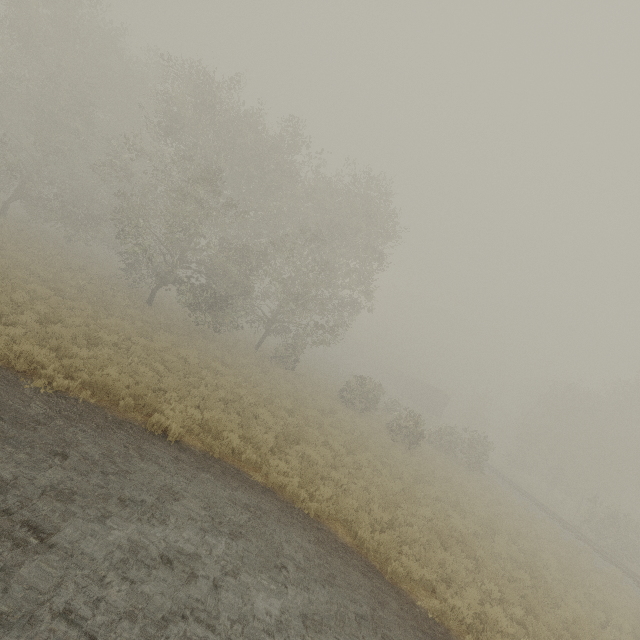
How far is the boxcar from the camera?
48.88m

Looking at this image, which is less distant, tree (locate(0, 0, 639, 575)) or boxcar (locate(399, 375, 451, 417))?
tree (locate(0, 0, 639, 575))

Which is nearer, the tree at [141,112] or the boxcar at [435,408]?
the tree at [141,112]

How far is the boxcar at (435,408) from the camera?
48.88m

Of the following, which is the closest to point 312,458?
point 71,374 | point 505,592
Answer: point 505,592
